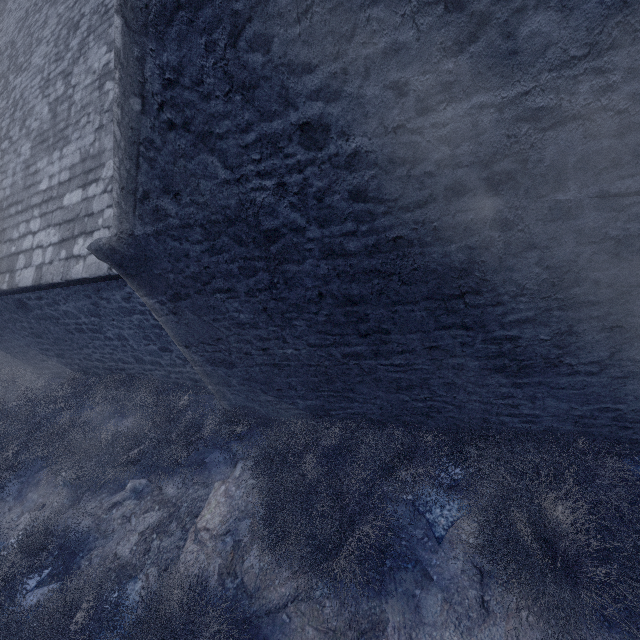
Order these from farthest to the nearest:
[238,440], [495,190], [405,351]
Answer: [238,440], [405,351], [495,190]

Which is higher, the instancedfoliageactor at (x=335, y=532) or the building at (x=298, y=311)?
the building at (x=298, y=311)

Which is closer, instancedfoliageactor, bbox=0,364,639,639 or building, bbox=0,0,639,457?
building, bbox=0,0,639,457

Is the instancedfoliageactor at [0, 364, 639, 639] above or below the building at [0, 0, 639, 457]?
below

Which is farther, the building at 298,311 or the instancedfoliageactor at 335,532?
the instancedfoliageactor at 335,532
